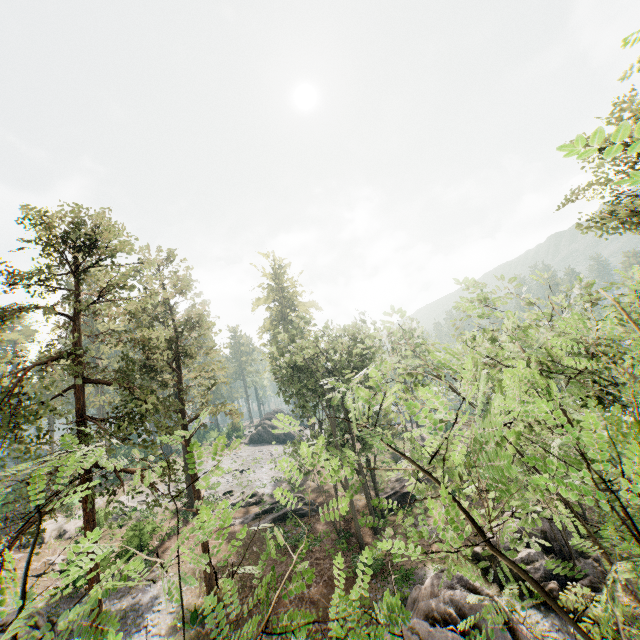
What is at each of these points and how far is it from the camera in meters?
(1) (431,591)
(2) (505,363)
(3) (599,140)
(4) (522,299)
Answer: (1) rock, 15.8 m
(2) foliage, 12.3 m
(3) foliage, 1.1 m
(4) foliage, 11.7 m

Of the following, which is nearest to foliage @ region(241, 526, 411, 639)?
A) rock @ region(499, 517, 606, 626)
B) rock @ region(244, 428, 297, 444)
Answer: rock @ region(244, 428, 297, 444)

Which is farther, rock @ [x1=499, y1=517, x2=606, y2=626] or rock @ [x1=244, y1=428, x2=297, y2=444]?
rock @ [x1=244, y1=428, x2=297, y2=444]

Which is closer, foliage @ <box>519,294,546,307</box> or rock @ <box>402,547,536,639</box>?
foliage @ <box>519,294,546,307</box>

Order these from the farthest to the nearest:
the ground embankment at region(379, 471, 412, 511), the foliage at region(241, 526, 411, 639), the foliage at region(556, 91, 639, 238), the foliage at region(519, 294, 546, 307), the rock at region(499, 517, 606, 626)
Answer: the ground embankment at region(379, 471, 412, 511) < the rock at region(499, 517, 606, 626) < the foliage at region(519, 294, 546, 307) < the foliage at region(241, 526, 411, 639) < the foliage at region(556, 91, 639, 238)

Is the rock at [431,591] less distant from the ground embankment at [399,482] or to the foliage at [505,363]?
the ground embankment at [399,482]

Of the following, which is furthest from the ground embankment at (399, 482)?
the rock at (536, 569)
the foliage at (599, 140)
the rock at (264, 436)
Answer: the rock at (264, 436)

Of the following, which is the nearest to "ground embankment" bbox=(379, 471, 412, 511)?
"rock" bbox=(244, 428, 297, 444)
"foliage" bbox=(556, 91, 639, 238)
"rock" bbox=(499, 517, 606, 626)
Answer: "rock" bbox=(499, 517, 606, 626)
